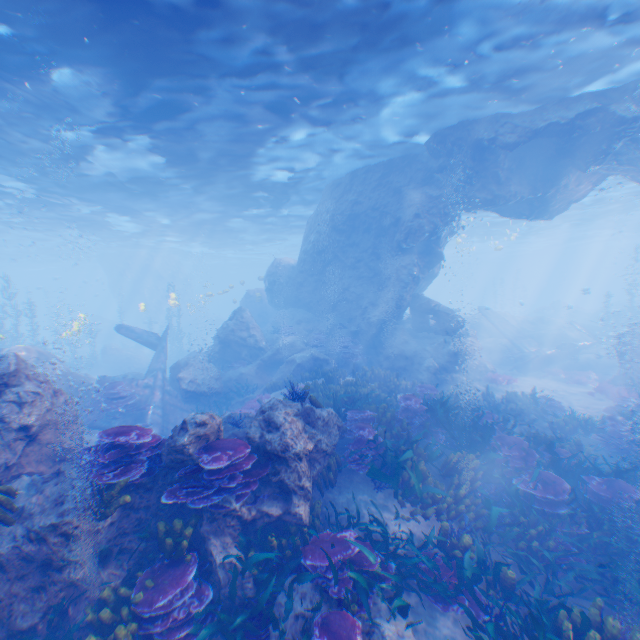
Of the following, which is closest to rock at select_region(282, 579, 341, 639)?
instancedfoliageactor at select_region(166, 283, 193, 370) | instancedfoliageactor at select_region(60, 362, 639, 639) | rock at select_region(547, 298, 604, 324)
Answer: instancedfoliageactor at select_region(60, 362, 639, 639)

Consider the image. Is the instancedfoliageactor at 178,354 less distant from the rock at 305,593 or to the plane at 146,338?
the rock at 305,593

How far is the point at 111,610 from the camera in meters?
4.7 m

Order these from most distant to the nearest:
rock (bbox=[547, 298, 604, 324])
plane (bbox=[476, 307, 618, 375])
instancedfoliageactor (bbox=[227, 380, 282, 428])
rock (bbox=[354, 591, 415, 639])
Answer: rock (bbox=[547, 298, 604, 324]) → plane (bbox=[476, 307, 618, 375]) → instancedfoliageactor (bbox=[227, 380, 282, 428]) → rock (bbox=[354, 591, 415, 639])

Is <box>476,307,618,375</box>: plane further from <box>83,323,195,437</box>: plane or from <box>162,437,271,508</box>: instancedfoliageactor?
<box>162,437,271,508</box>: instancedfoliageactor

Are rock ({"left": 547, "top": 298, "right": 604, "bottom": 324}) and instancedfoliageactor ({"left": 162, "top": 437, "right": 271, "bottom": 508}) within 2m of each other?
no

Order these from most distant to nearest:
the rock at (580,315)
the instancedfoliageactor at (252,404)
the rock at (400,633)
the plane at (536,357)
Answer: the rock at (580,315) → the plane at (536,357) → the instancedfoliageactor at (252,404) → the rock at (400,633)

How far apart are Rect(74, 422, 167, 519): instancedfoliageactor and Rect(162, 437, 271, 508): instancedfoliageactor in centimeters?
46cm
